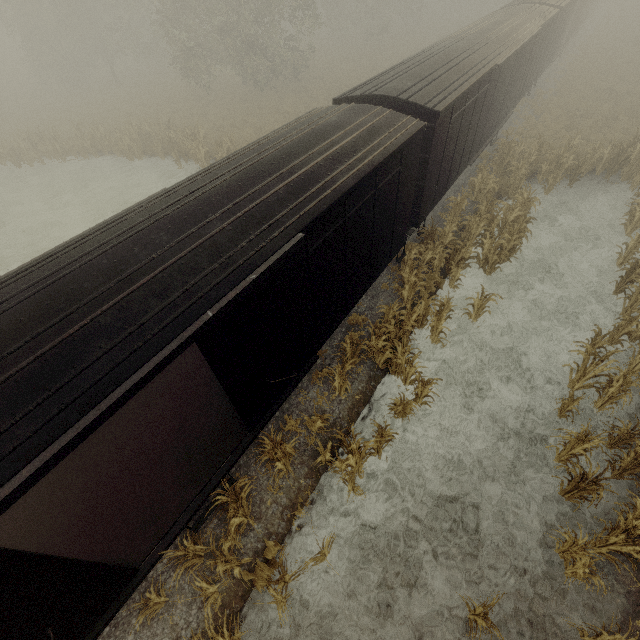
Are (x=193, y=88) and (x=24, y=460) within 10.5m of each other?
no

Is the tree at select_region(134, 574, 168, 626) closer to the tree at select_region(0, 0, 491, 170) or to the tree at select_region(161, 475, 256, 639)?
the tree at select_region(161, 475, 256, 639)

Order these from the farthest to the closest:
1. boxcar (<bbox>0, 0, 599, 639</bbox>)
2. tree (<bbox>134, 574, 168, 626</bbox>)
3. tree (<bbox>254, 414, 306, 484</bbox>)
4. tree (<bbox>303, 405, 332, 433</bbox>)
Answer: tree (<bbox>303, 405, 332, 433</bbox>) → tree (<bbox>254, 414, 306, 484</bbox>) → tree (<bbox>134, 574, 168, 626</bbox>) → boxcar (<bbox>0, 0, 599, 639</bbox>)

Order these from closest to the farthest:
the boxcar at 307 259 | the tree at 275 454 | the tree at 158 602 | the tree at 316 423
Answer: the boxcar at 307 259 → the tree at 158 602 → the tree at 275 454 → the tree at 316 423

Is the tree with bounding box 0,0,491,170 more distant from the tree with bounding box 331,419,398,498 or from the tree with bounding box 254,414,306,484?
the tree with bounding box 331,419,398,498

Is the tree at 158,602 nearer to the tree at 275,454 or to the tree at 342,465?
the tree at 275,454

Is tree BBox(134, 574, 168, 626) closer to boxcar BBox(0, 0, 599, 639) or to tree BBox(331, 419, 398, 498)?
boxcar BBox(0, 0, 599, 639)
